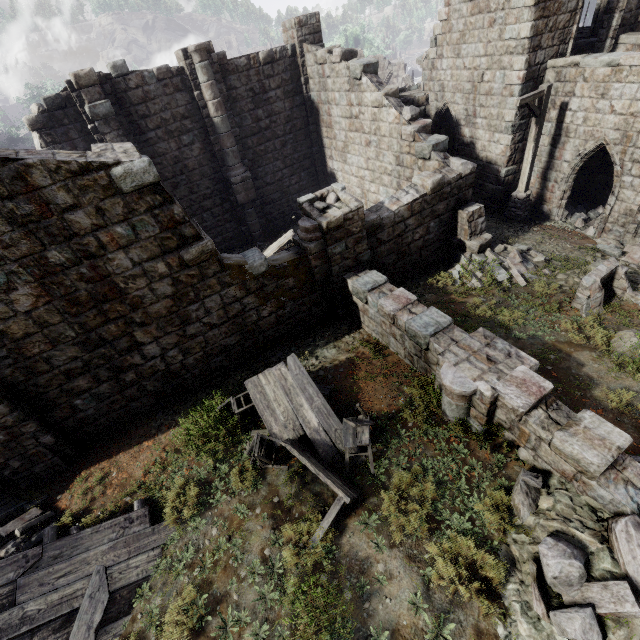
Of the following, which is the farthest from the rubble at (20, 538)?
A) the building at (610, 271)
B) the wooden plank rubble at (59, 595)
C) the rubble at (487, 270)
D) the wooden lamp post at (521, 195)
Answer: the wooden lamp post at (521, 195)

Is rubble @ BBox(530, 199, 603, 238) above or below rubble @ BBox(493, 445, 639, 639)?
below

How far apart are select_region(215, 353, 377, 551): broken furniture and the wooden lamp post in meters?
10.9 m

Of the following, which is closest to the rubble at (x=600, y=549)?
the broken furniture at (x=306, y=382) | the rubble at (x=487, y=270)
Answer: the broken furniture at (x=306, y=382)

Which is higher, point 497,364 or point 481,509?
point 497,364

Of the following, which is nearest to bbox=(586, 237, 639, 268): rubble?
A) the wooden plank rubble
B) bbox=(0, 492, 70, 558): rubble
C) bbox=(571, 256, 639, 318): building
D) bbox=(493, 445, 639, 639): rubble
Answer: bbox=(571, 256, 639, 318): building

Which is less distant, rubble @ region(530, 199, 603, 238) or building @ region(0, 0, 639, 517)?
building @ region(0, 0, 639, 517)

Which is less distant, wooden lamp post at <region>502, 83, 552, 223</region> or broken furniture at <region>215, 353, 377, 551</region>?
broken furniture at <region>215, 353, 377, 551</region>
